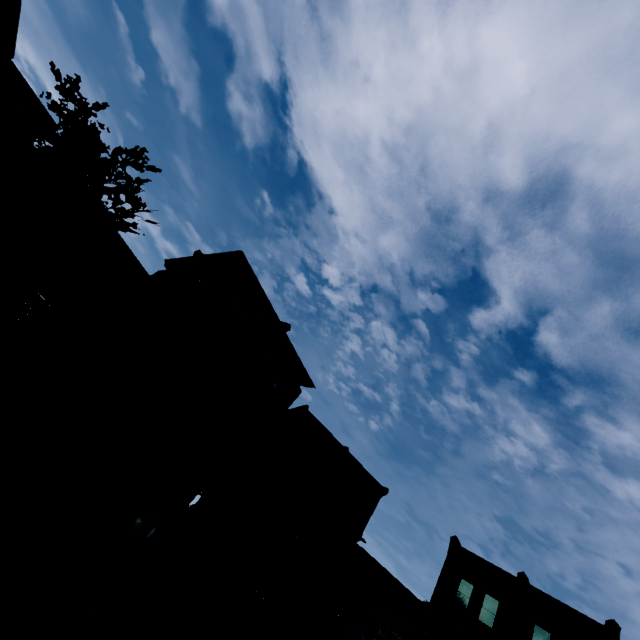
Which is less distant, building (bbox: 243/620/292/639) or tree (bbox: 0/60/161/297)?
tree (bbox: 0/60/161/297)

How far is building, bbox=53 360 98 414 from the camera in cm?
1364

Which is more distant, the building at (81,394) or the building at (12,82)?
the building at (81,394)

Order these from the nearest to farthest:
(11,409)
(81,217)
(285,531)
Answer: (81,217)
(11,409)
(285,531)

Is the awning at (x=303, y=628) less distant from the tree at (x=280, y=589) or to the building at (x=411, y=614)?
the building at (x=411, y=614)

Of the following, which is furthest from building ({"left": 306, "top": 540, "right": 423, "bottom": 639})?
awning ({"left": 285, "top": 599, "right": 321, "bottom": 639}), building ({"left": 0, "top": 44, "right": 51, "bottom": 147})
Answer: building ({"left": 0, "top": 44, "right": 51, "bottom": 147})

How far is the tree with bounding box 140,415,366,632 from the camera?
14.84m
